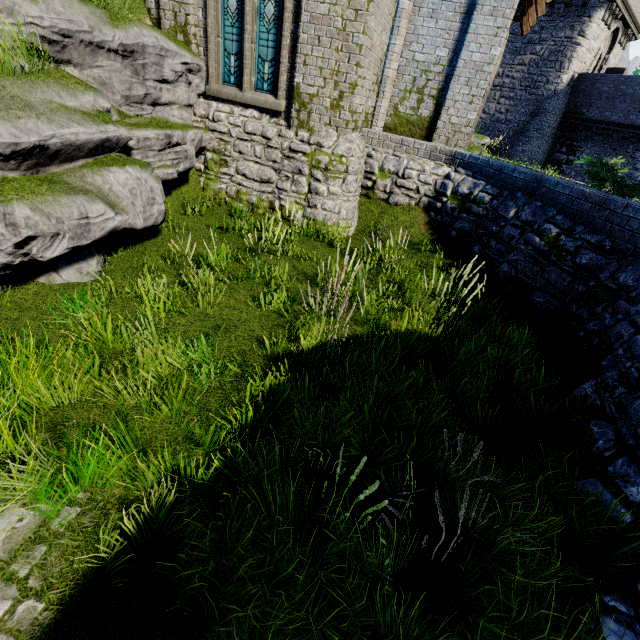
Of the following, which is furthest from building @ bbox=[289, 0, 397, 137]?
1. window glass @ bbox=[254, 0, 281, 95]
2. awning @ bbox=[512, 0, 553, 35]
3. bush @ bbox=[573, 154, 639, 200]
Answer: bush @ bbox=[573, 154, 639, 200]

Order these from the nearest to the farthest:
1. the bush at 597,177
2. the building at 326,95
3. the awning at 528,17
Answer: the bush at 597,177, the building at 326,95, the awning at 528,17

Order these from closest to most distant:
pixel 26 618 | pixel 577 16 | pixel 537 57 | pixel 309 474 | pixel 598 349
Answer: pixel 26 618 < pixel 309 474 < pixel 598 349 < pixel 577 16 < pixel 537 57

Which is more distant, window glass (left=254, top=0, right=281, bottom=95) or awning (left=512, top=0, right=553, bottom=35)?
awning (left=512, top=0, right=553, bottom=35)

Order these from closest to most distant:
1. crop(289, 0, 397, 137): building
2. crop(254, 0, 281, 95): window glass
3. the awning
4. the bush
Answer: the bush
crop(289, 0, 397, 137): building
crop(254, 0, 281, 95): window glass
the awning

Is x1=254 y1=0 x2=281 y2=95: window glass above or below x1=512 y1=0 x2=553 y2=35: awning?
below

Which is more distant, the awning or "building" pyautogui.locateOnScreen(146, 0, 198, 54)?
the awning

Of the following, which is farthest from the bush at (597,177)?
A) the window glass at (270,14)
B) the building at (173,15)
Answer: the window glass at (270,14)
